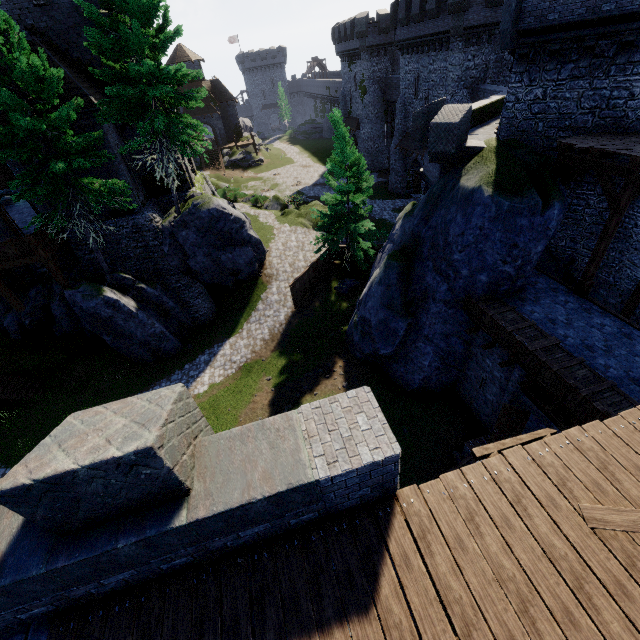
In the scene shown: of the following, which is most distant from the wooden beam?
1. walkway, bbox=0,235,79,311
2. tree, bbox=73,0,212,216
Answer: walkway, bbox=0,235,79,311

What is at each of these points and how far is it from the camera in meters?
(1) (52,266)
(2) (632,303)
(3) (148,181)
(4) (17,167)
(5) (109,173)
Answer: (1) walkway, 18.1
(2) wooden post, 13.9
(3) building, 22.3
(4) building, 17.4
(5) building, 19.0

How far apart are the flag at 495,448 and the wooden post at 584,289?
10.0m

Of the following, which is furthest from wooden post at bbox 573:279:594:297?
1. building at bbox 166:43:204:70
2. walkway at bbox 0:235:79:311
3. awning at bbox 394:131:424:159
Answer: building at bbox 166:43:204:70

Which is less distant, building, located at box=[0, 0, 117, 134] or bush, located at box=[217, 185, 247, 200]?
building, located at box=[0, 0, 117, 134]

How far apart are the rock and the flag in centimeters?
1875cm

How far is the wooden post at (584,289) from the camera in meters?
12.0

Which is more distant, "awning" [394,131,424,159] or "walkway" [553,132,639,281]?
"awning" [394,131,424,159]
